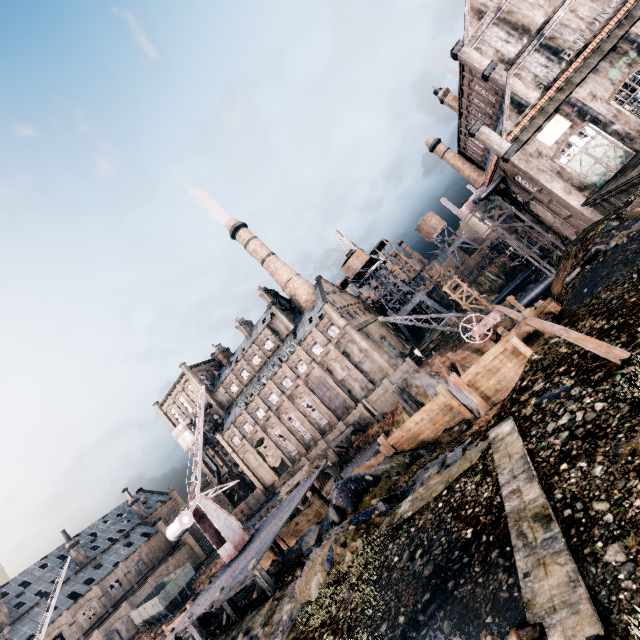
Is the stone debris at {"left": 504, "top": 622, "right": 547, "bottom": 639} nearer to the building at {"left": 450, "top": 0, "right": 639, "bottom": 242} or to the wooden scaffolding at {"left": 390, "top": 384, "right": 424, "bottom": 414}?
the wooden scaffolding at {"left": 390, "top": 384, "right": 424, "bottom": 414}

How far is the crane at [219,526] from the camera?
20.2m

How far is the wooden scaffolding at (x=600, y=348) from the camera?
7.8 meters

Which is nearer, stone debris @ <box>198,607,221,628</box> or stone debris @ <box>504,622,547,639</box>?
stone debris @ <box>504,622,547,639</box>

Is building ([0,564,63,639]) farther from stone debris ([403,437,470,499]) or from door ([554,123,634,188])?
door ([554,123,634,188])

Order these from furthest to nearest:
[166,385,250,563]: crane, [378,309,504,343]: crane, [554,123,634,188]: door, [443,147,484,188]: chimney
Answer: [443,147,484,188]: chimney, [554,123,634,188]: door, [378,309,504,343]: crane, [166,385,250,563]: crane

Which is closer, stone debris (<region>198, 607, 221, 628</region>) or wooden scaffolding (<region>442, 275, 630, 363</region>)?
wooden scaffolding (<region>442, 275, 630, 363</region>)

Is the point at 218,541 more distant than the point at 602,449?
Yes
